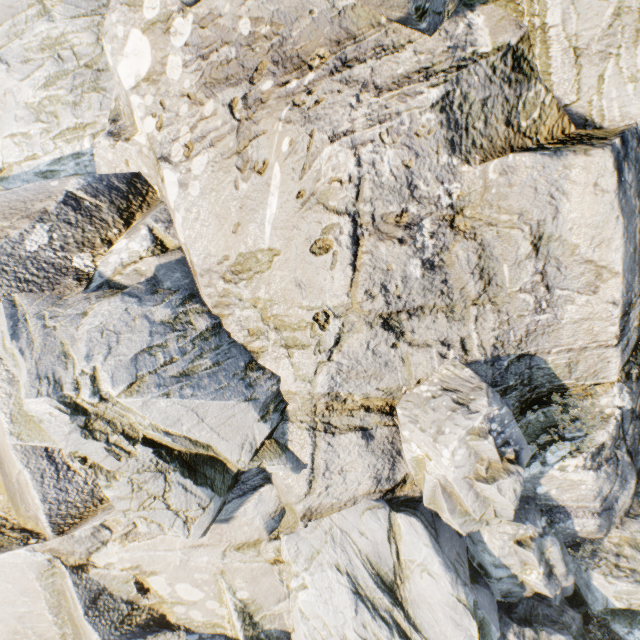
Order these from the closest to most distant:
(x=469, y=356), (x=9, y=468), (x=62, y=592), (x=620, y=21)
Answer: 1. (x=620, y=21)
2. (x=469, y=356)
3. (x=9, y=468)
4. (x=62, y=592)
